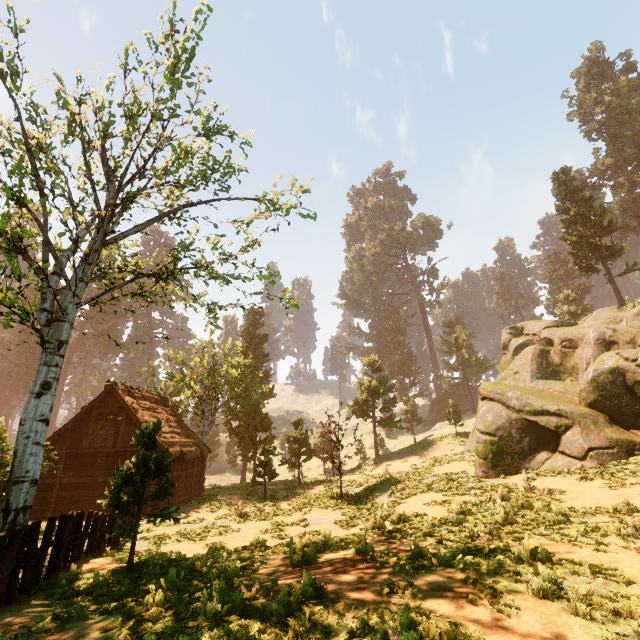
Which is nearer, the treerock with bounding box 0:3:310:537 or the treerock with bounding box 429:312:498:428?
the treerock with bounding box 0:3:310:537

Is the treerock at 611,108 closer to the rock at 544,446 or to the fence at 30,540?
the fence at 30,540

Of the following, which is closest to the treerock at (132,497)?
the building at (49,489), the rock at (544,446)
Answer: the building at (49,489)

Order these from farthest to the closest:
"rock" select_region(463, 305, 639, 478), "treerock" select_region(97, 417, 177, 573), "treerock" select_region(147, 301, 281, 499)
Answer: "treerock" select_region(147, 301, 281, 499)
"rock" select_region(463, 305, 639, 478)
"treerock" select_region(97, 417, 177, 573)

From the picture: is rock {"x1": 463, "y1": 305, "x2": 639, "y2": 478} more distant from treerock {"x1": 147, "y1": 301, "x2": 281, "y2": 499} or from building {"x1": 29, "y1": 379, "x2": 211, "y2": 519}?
building {"x1": 29, "y1": 379, "x2": 211, "y2": 519}

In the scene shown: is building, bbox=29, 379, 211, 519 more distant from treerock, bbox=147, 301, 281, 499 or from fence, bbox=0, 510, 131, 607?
fence, bbox=0, 510, 131, 607

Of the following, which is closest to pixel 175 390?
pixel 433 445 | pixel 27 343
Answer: pixel 27 343
